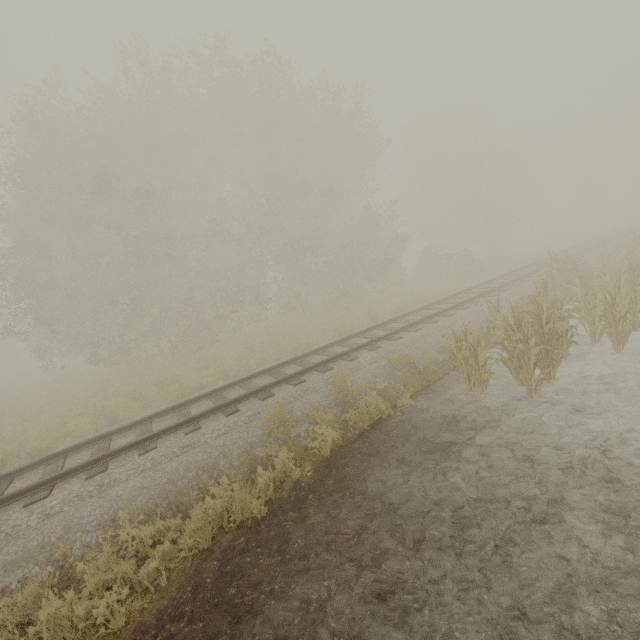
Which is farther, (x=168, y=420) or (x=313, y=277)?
(x=313, y=277)
